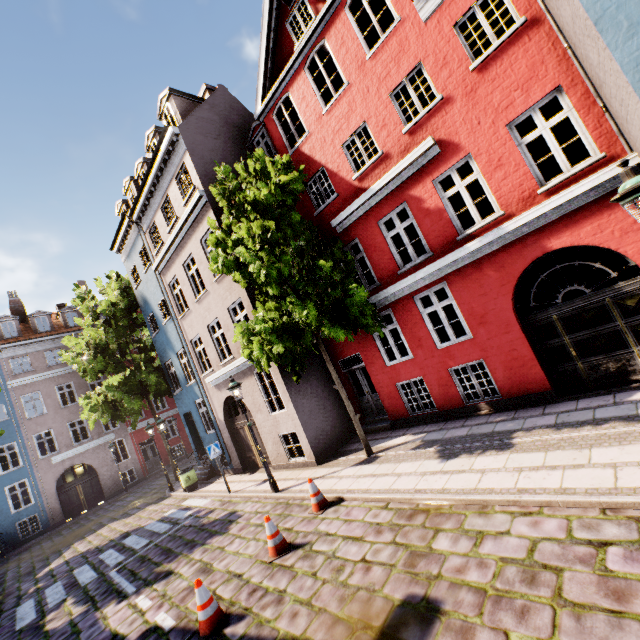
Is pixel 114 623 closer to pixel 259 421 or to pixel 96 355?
pixel 259 421

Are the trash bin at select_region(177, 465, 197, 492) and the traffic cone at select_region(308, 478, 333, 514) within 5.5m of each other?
no

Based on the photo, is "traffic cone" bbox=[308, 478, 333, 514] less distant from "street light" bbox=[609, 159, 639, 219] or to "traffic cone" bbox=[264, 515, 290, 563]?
"traffic cone" bbox=[264, 515, 290, 563]

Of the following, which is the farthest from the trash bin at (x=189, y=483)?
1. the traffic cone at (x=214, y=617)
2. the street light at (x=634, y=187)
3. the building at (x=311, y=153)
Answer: the street light at (x=634, y=187)

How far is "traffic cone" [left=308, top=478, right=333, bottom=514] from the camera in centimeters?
767cm

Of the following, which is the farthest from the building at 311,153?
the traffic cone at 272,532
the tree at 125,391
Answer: the traffic cone at 272,532

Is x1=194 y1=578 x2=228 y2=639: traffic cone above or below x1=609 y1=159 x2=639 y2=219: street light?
below

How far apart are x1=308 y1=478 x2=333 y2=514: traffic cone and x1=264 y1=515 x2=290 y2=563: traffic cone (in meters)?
0.86
